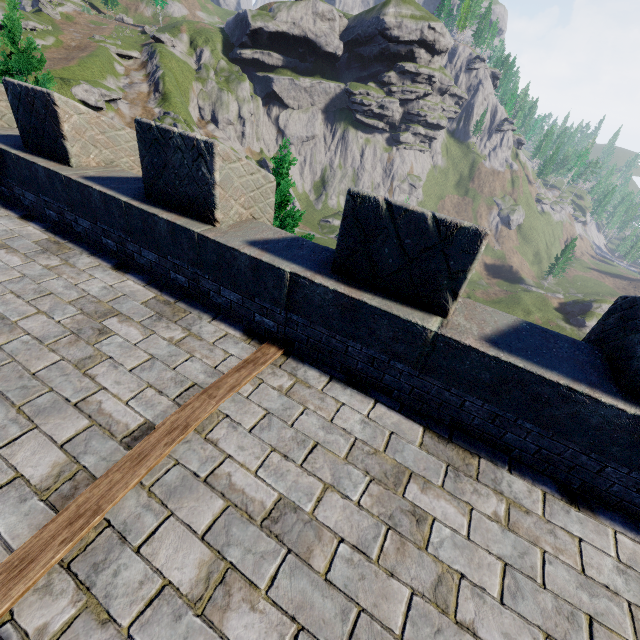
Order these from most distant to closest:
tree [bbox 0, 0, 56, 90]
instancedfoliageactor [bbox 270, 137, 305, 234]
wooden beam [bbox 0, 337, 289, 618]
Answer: tree [bbox 0, 0, 56, 90]
instancedfoliageactor [bbox 270, 137, 305, 234]
wooden beam [bbox 0, 337, 289, 618]

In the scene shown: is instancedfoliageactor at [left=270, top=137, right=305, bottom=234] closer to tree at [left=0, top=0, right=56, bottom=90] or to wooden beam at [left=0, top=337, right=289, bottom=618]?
wooden beam at [left=0, top=337, right=289, bottom=618]

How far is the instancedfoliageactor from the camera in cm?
1202

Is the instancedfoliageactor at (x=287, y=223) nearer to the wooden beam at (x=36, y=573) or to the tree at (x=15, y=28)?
the wooden beam at (x=36, y=573)

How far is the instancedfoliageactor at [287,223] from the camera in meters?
12.0 m

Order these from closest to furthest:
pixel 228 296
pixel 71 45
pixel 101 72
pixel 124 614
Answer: pixel 124 614 → pixel 228 296 → pixel 101 72 → pixel 71 45
